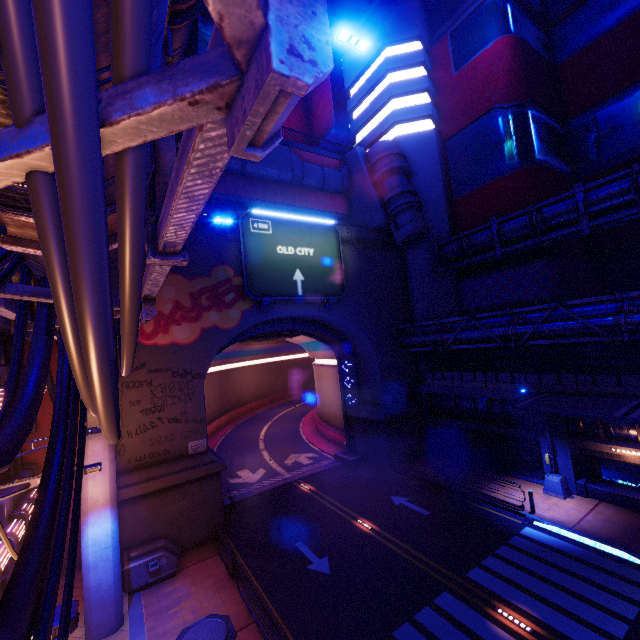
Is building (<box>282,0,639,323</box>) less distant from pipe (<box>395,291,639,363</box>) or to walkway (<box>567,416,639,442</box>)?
pipe (<box>395,291,639,363</box>)

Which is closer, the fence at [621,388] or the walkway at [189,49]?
the walkway at [189,49]

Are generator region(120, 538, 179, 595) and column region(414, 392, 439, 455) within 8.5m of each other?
no

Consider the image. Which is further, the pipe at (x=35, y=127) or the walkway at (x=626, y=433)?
the walkway at (x=626, y=433)

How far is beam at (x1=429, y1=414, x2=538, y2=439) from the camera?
19.7m

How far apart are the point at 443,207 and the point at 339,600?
27.37m

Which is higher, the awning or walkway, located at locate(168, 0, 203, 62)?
walkway, located at locate(168, 0, 203, 62)

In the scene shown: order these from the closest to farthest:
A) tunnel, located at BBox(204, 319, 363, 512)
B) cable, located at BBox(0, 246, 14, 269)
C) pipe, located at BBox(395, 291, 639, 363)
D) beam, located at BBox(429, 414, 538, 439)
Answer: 1. cable, located at BBox(0, 246, 14, 269)
2. pipe, located at BBox(395, 291, 639, 363)
3. beam, located at BBox(429, 414, 538, 439)
4. tunnel, located at BBox(204, 319, 363, 512)
